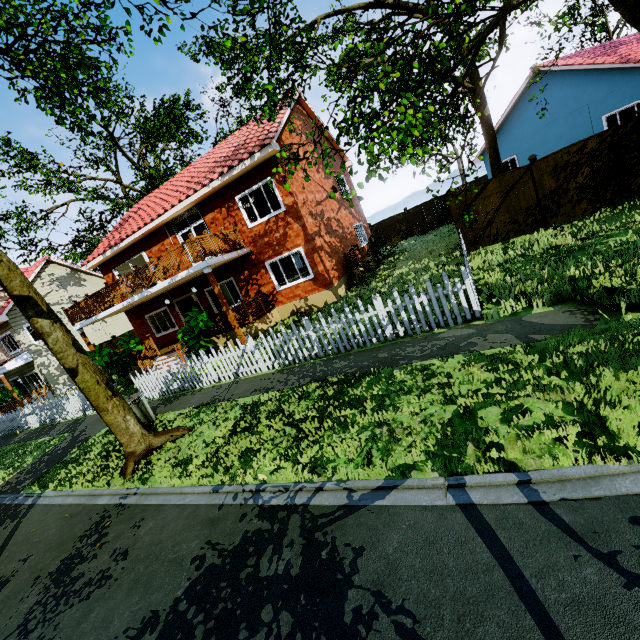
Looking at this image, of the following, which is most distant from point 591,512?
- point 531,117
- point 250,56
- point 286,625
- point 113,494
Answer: point 531,117

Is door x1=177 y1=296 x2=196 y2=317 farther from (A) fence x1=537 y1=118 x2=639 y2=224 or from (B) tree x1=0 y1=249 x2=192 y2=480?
(B) tree x1=0 y1=249 x2=192 y2=480

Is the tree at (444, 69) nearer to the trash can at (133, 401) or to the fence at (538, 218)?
the fence at (538, 218)

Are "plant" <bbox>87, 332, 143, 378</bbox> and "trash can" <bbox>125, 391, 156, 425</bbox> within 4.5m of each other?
no

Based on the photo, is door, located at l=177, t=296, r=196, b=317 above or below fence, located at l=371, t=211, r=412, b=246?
above

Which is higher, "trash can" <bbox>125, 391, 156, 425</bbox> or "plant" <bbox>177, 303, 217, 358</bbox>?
"plant" <bbox>177, 303, 217, 358</bbox>

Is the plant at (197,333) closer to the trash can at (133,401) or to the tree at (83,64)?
the trash can at (133,401)

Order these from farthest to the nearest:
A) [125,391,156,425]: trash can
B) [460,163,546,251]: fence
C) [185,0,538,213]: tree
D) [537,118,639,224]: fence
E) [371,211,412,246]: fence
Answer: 1. [371,211,412,246]: fence
2. [460,163,546,251]: fence
3. [537,118,639,224]: fence
4. [125,391,156,425]: trash can
5. [185,0,538,213]: tree
